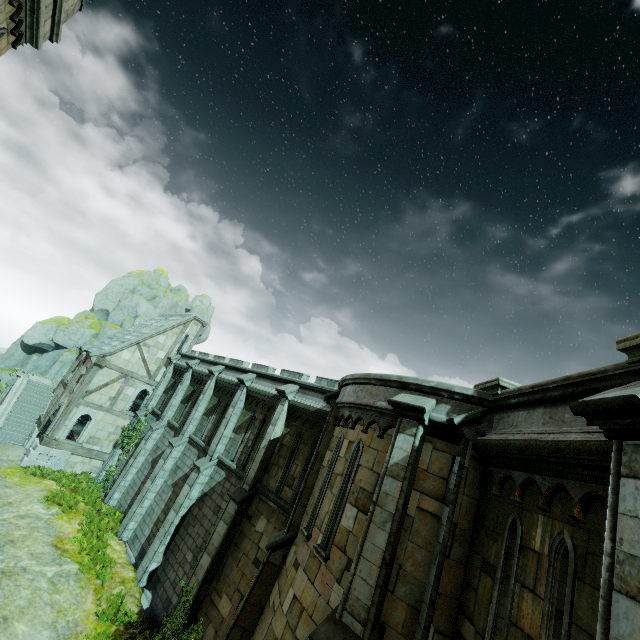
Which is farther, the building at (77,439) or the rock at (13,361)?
the rock at (13,361)

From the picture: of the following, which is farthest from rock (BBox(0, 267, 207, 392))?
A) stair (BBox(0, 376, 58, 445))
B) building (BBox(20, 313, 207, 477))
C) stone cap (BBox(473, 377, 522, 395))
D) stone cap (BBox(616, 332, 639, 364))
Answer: stone cap (BBox(616, 332, 639, 364))

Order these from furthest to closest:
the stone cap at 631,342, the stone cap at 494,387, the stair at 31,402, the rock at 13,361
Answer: the rock at 13,361 → the stair at 31,402 → the stone cap at 494,387 → the stone cap at 631,342

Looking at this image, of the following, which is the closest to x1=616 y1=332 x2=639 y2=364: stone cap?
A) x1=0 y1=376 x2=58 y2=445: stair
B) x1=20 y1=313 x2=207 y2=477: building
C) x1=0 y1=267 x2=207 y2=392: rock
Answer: x1=20 y1=313 x2=207 y2=477: building

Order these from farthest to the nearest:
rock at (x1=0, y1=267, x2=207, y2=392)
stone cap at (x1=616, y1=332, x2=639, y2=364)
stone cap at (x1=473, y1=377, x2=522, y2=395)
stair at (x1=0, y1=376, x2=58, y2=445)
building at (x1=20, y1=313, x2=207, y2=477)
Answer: rock at (x1=0, y1=267, x2=207, y2=392)
stair at (x1=0, y1=376, x2=58, y2=445)
building at (x1=20, y1=313, x2=207, y2=477)
stone cap at (x1=473, y1=377, x2=522, y2=395)
stone cap at (x1=616, y1=332, x2=639, y2=364)

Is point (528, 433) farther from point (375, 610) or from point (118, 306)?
point (118, 306)

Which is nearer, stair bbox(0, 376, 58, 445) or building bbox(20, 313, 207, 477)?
building bbox(20, 313, 207, 477)

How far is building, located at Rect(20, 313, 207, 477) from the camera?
20.9 meters
